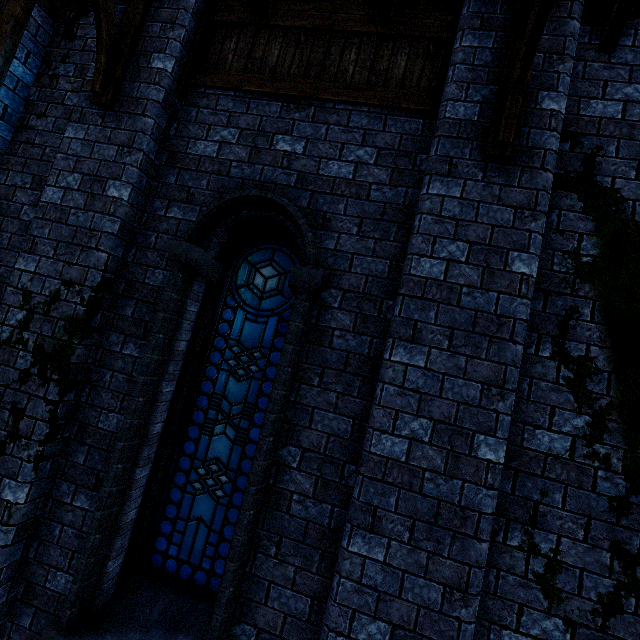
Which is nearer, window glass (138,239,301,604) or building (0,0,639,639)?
building (0,0,639,639)

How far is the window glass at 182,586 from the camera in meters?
3.3

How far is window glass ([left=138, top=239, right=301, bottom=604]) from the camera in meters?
3.3 m

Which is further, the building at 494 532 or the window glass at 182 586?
the window glass at 182 586

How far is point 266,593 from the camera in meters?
2.7 m
